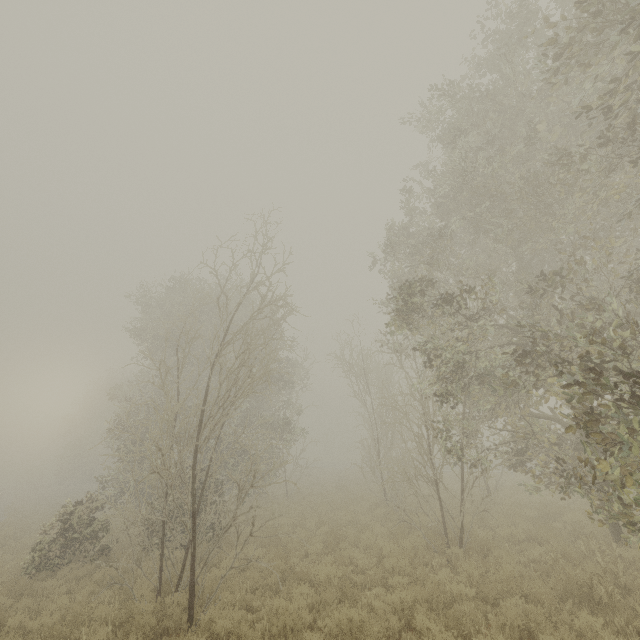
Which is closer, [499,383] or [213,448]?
[213,448]
